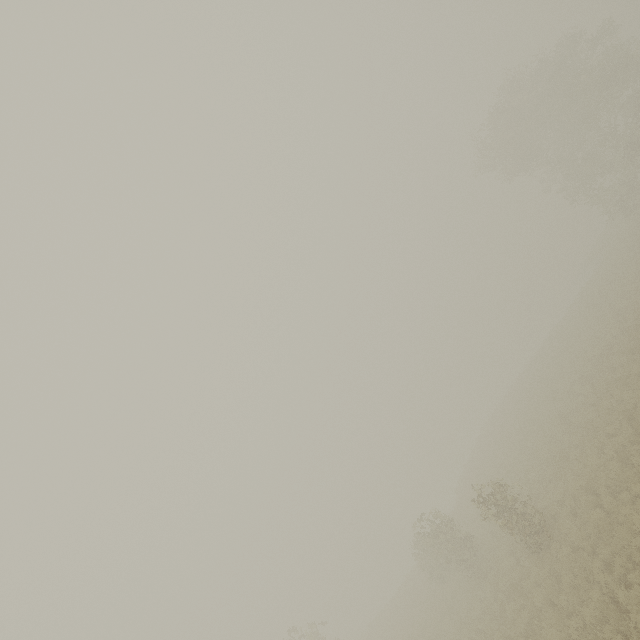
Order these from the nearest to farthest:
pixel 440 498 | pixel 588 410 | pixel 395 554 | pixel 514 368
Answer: pixel 588 410, pixel 440 498, pixel 514 368, pixel 395 554
